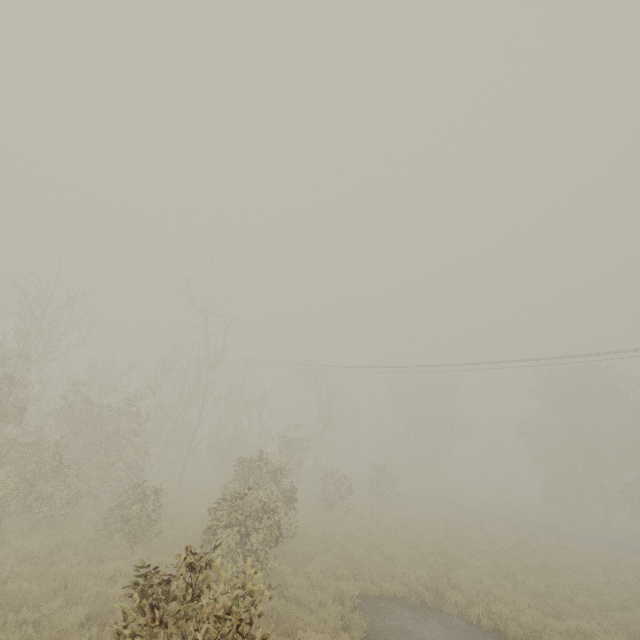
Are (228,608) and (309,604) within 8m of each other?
yes

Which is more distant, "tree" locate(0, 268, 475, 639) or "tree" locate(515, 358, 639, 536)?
"tree" locate(515, 358, 639, 536)

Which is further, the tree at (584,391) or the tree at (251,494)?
the tree at (584,391)
